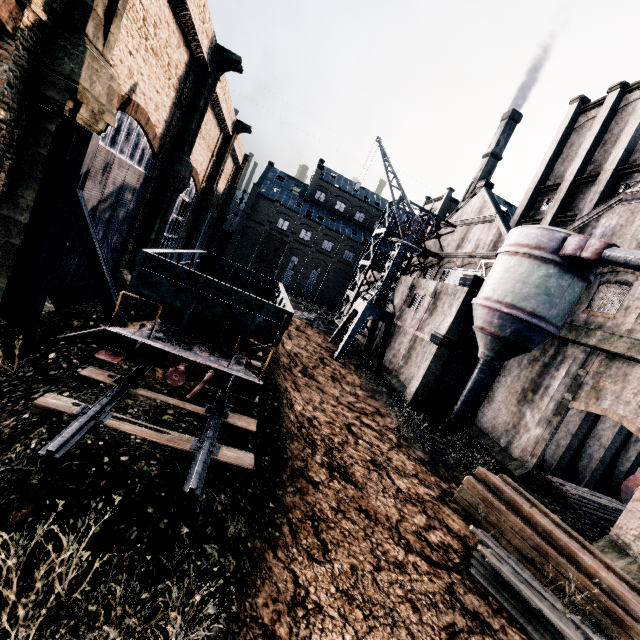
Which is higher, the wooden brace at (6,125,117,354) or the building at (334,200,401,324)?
the building at (334,200,401,324)

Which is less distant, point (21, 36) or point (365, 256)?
point (21, 36)

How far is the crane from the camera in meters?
27.7

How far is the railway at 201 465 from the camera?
7.19m

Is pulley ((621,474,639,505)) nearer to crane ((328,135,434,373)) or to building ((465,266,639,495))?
building ((465,266,639,495))

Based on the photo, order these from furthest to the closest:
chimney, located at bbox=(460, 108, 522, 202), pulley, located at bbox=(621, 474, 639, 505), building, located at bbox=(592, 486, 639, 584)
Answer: chimney, located at bbox=(460, 108, 522, 202), pulley, located at bbox=(621, 474, 639, 505), building, located at bbox=(592, 486, 639, 584)

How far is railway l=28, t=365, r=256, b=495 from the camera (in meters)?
7.19

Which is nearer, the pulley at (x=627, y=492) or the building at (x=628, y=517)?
the building at (x=628, y=517)
